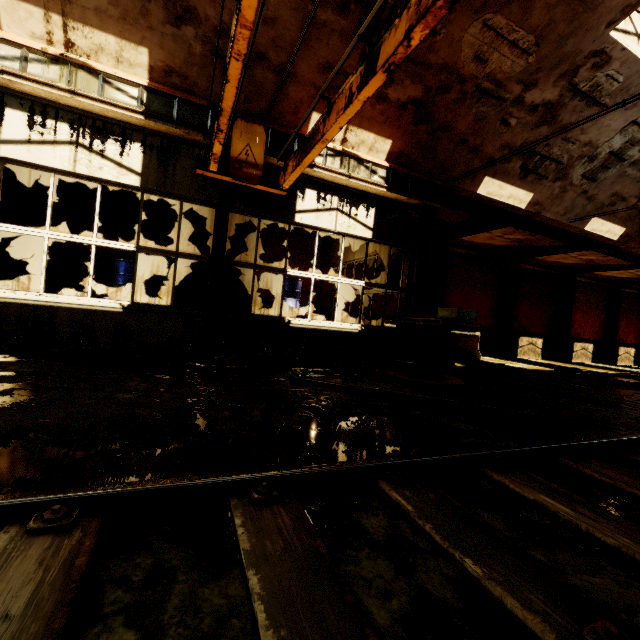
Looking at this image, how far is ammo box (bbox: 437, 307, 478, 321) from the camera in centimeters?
637cm

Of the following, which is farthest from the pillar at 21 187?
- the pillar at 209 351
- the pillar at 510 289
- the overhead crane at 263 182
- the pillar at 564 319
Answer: the pillar at 564 319

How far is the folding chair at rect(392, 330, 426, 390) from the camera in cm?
577

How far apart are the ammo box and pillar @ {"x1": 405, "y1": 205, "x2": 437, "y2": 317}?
1.3m

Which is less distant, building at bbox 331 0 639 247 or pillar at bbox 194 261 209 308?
building at bbox 331 0 639 247

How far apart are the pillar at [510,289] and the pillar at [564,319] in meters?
4.2 m

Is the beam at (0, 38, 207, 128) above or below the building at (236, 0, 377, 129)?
below

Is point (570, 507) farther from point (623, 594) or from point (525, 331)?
point (525, 331)
